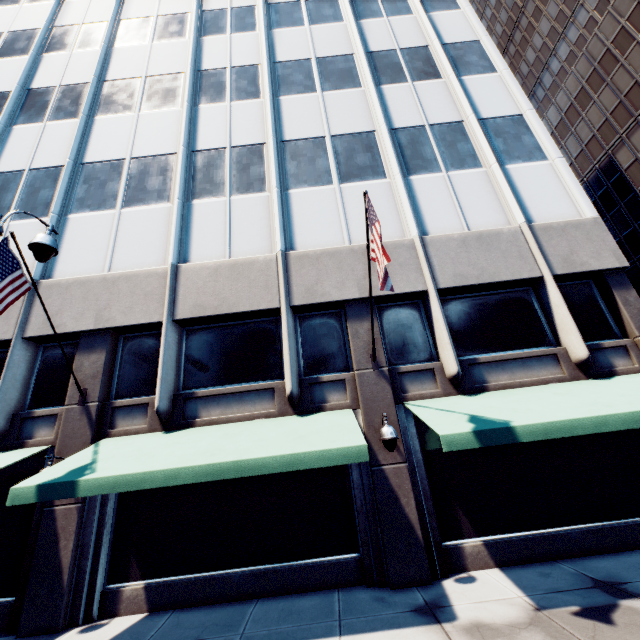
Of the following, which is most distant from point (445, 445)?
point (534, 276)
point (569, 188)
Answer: point (569, 188)

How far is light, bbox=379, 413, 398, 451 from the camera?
7.4 meters

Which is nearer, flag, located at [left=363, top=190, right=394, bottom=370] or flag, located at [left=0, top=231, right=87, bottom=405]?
flag, located at [left=363, top=190, right=394, bottom=370]

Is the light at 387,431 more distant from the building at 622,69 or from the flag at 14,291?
the flag at 14,291

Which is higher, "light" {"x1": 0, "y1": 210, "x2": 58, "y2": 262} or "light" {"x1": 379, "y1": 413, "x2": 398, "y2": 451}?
"light" {"x1": 0, "y1": 210, "x2": 58, "y2": 262}

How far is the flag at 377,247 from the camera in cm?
629

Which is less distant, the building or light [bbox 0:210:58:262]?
light [bbox 0:210:58:262]

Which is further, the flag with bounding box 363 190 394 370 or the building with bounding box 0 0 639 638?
the building with bounding box 0 0 639 638
